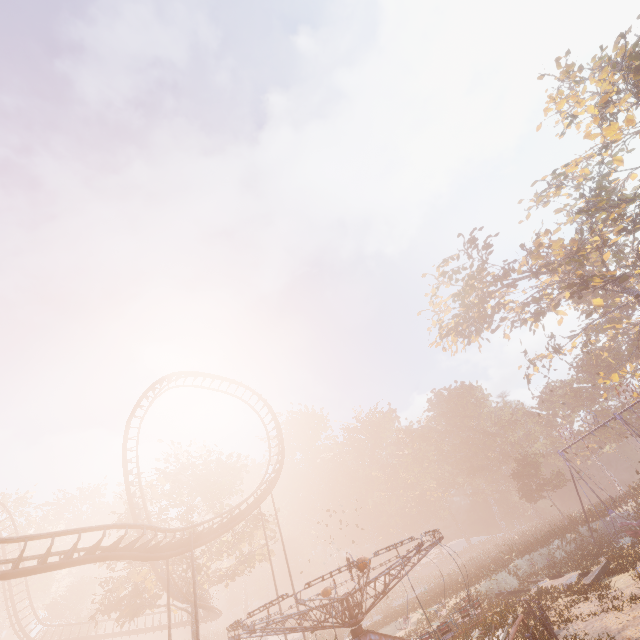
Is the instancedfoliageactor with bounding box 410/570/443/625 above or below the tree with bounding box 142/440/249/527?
below

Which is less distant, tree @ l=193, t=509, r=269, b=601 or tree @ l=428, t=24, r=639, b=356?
tree @ l=428, t=24, r=639, b=356

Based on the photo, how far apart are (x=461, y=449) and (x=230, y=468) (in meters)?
43.75

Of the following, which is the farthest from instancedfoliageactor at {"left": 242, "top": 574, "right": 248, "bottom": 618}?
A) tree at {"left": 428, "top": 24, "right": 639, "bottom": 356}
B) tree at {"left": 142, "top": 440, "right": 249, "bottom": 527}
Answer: tree at {"left": 428, "top": 24, "right": 639, "bottom": 356}

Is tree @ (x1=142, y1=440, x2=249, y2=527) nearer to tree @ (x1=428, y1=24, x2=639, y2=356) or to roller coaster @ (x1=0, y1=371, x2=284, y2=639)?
roller coaster @ (x1=0, y1=371, x2=284, y2=639)

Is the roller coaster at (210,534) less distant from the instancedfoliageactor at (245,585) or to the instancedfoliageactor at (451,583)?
the instancedfoliageactor at (245,585)

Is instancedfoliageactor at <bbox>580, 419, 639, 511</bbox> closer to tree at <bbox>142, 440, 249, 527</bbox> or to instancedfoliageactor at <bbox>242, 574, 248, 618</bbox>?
instancedfoliageactor at <bbox>242, 574, 248, 618</bbox>
